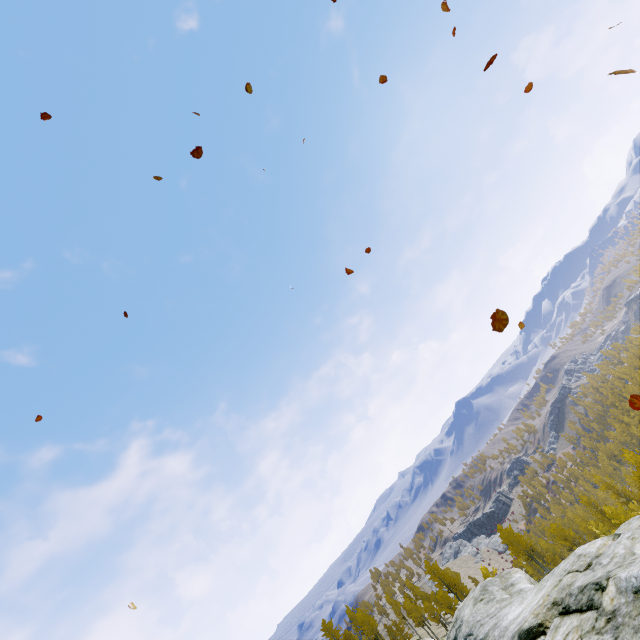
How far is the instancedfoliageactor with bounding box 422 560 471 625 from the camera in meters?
44.0 m

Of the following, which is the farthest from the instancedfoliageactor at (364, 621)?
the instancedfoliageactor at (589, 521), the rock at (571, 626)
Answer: the instancedfoliageactor at (589, 521)

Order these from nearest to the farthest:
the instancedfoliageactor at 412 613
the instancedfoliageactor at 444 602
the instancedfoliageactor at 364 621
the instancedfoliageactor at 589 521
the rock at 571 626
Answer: the rock at 571 626 → the instancedfoliageactor at 589 521 → the instancedfoliageactor at 444 602 → the instancedfoliageactor at 364 621 → the instancedfoliageactor at 412 613

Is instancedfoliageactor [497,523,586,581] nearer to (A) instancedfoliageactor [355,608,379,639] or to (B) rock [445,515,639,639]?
(B) rock [445,515,639,639]

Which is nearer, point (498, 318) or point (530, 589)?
point (498, 318)

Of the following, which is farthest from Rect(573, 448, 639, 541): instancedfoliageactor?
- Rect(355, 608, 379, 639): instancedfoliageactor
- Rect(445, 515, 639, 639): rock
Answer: Rect(355, 608, 379, 639): instancedfoliageactor
